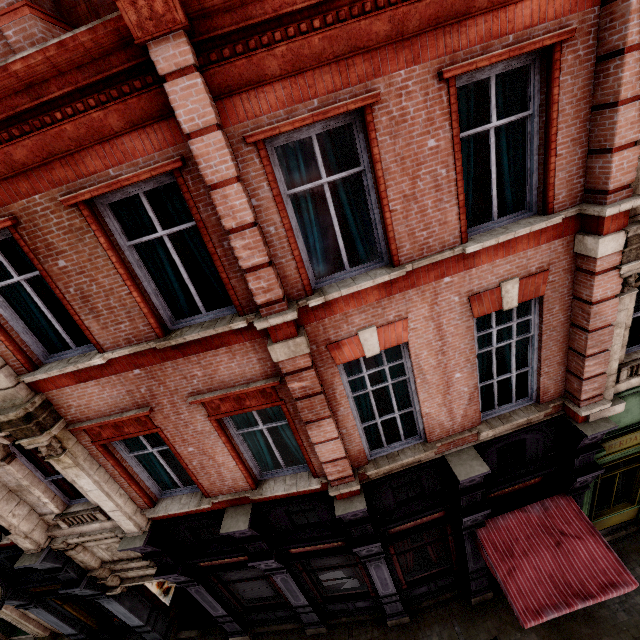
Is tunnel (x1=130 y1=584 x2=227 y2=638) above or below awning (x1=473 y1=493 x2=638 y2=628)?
below

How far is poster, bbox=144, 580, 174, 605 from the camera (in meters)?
10.52

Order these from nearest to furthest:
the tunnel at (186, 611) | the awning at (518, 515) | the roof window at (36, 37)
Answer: the roof window at (36, 37)
the awning at (518, 515)
the tunnel at (186, 611)

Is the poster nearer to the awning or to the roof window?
the awning

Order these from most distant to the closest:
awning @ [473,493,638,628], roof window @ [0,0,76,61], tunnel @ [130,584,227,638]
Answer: tunnel @ [130,584,227,638] < awning @ [473,493,638,628] < roof window @ [0,0,76,61]

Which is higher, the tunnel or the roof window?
the roof window

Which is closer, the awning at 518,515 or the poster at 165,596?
the awning at 518,515

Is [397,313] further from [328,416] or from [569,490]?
[569,490]
